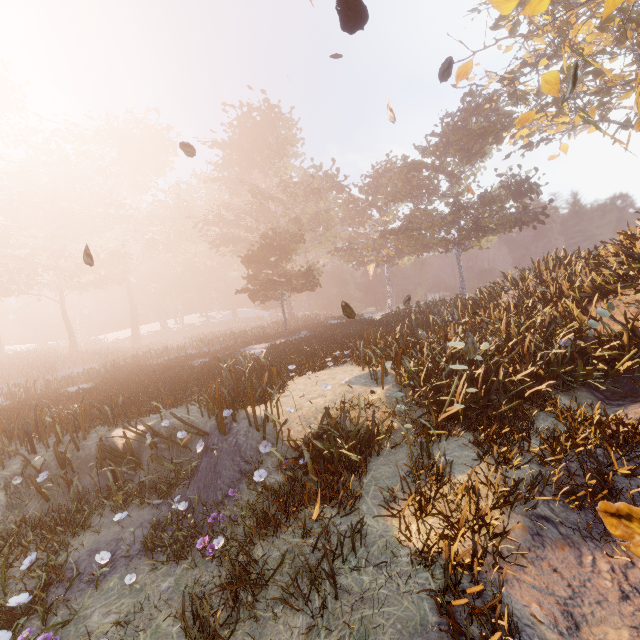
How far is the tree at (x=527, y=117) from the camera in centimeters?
895cm

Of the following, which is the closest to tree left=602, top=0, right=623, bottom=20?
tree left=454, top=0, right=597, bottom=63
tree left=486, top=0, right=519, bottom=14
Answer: tree left=454, top=0, right=597, bottom=63

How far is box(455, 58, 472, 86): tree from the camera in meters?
9.2

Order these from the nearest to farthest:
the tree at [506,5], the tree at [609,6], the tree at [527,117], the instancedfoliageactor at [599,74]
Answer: the tree at [609,6] < the tree at [506,5] < the tree at [527,117] < the instancedfoliageactor at [599,74]

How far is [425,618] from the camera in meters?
3.2

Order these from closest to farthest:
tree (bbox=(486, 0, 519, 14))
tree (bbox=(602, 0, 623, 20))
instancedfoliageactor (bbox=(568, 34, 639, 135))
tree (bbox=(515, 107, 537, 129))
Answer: tree (bbox=(602, 0, 623, 20)), tree (bbox=(486, 0, 519, 14)), tree (bbox=(515, 107, 537, 129)), instancedfoliageactor (bbox=(568, 34, 639, 135))

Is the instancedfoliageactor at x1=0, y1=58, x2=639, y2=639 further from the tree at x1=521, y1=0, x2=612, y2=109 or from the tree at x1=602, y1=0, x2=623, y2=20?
the tree at x1=602, y1=0, x2=623, y2=20

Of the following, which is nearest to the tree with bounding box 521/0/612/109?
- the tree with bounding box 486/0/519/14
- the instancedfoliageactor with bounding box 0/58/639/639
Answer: the tree with bounding box 486/0/519/14
